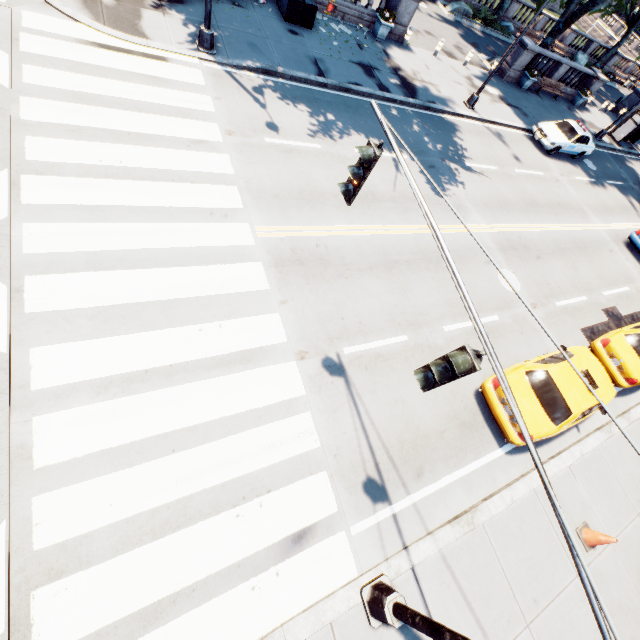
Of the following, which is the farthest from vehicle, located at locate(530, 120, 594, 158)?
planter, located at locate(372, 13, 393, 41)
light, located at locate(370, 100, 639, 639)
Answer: light, located at locate(370, 100, 639, 639)

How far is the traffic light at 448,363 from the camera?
3.2 meters

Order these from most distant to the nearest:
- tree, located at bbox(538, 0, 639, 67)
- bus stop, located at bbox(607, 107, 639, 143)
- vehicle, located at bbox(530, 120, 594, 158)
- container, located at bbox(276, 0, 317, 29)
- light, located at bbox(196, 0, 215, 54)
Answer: bus stop, located at bbox(607, 107, 639, 143), tree, located at bbox(538, 0, 639, 67), vehicle, located at bbox(530, 120, 594, 158), container, located at bbox(276, 0, 317, 29), light, located at bbox(196, 0, 215, 54)

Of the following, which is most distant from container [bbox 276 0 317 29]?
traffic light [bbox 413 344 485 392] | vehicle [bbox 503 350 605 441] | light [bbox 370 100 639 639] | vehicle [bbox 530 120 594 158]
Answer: traffic light [bbox 413 344 485 392]

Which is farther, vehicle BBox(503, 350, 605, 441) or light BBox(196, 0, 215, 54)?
light BBox(196, 0, 215, 54)

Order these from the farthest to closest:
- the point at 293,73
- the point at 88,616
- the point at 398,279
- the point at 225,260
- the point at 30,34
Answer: the point at 293,73 → the point at 398,279 → the point at 30,34 → the point at 225,260 → the point at 88,616

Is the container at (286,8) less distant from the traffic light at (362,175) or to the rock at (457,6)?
the traffic light at (362,175)

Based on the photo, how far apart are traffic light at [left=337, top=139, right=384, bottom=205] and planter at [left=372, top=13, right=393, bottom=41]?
18.13m
